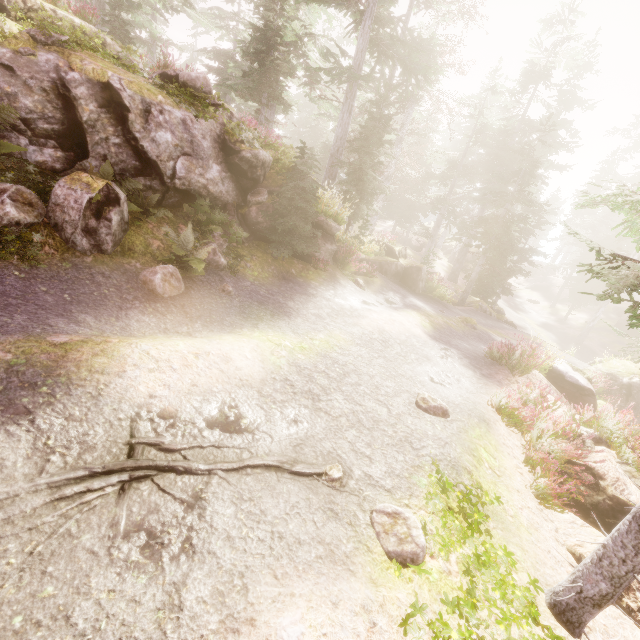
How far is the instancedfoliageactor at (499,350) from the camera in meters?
9.8 m

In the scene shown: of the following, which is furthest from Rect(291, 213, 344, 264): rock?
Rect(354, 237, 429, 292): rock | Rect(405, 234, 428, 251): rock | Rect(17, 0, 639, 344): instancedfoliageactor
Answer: Rect(405, 234, 428, 251): rock

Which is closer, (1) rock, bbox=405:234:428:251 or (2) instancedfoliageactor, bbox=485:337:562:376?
(2) instancedfoliageactor, bbox=485:337:562:376

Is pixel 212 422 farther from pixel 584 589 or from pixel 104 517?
pixel 584 589

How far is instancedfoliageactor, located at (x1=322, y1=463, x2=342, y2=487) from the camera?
4.0 meters

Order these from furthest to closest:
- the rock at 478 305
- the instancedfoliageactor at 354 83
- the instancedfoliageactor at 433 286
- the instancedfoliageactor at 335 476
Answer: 1. the rock at 478 305
2. the instancedfoliageactor at 433 286
3. the instancedfoliageactor at 354 83
4. the instancedfoliageactor at 335 476

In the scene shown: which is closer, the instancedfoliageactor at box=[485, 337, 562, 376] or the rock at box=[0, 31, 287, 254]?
the rock at box=[0, 31, 287, 254]

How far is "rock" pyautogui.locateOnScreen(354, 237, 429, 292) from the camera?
17.47m
